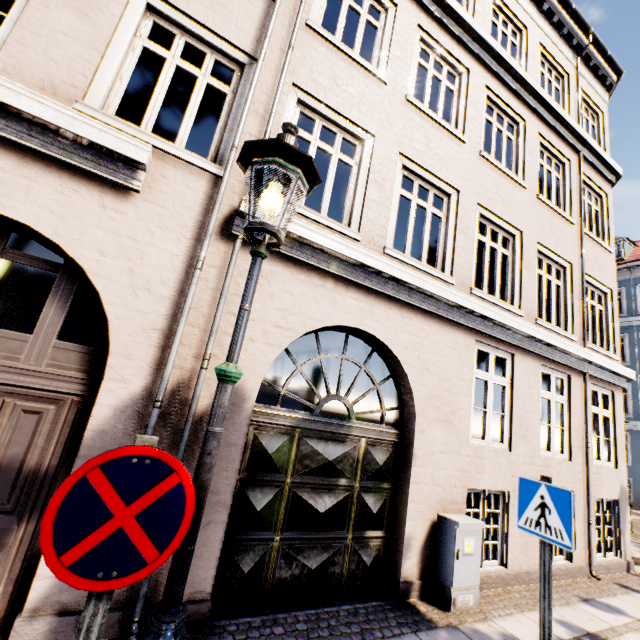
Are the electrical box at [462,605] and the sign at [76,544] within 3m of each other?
no

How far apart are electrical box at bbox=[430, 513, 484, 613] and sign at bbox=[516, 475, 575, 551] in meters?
1.3

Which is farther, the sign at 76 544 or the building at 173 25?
the building at 173 25

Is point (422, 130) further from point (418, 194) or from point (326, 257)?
point (418, 194)

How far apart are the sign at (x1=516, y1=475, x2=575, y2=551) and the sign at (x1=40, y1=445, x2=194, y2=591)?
3.25m

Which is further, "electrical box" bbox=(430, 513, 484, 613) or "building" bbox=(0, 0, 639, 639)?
"electrical box" bbox=(430, 513, 484, 613)

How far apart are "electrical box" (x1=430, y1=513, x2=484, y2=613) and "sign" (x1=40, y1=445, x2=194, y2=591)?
4.2 meters

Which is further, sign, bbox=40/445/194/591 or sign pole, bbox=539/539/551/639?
sign pole, bbox=539/539/551/639
